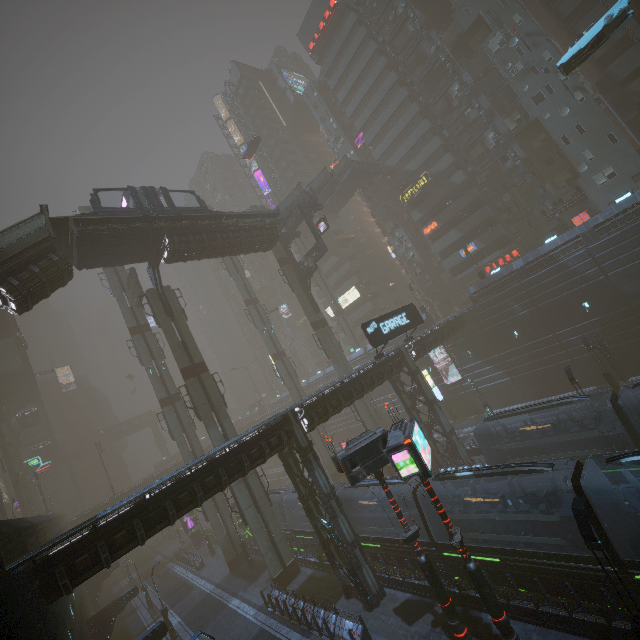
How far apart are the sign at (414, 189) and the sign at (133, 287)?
38.03m

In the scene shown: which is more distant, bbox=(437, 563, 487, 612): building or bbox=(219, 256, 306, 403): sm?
bbox=(219, 256, 306, 403): sm

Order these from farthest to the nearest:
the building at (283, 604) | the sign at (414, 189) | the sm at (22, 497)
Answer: the sm at (22, 497) < the sign at (414, 189) < the building at (283, 604)

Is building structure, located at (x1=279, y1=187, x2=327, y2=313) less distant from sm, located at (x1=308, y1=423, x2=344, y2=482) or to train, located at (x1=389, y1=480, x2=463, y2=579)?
sm, located at (x1=308, y1=423, x2=344, y2=482)

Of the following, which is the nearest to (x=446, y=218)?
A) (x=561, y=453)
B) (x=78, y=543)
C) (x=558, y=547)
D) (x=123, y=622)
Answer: (x=561, y=453)

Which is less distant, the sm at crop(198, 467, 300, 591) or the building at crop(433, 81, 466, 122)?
the sm at crop(198, 467, 300, 591)

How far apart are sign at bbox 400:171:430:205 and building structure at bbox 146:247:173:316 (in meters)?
36.52

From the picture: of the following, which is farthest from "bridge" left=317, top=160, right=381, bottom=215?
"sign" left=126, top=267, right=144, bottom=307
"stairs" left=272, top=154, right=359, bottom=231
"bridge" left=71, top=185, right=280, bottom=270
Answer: "sign" left=126, top=267, right=144, bottom=307
